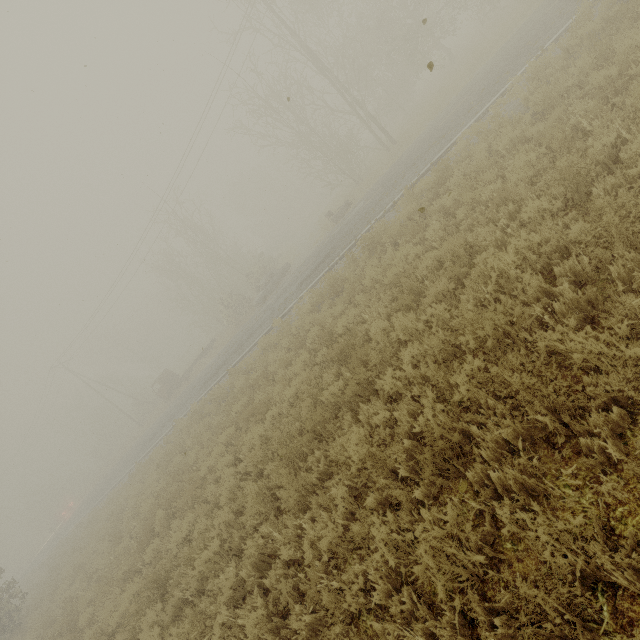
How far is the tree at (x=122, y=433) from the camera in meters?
45.6 m

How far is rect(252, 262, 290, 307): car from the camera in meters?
24.5 m

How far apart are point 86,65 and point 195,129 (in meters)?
16.35

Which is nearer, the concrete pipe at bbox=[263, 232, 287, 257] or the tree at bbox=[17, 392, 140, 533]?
the tree at bbox=[17, 392, 140, 533]

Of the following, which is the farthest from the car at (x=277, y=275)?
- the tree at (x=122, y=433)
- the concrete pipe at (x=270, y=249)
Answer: the tree at (x=122, y=433)

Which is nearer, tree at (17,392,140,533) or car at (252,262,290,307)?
car at (252,262,290,307)

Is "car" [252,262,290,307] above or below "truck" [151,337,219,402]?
below

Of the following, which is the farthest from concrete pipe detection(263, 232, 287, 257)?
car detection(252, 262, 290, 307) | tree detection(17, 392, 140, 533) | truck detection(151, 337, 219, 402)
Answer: tree detection(17, 392, 140, 533)
